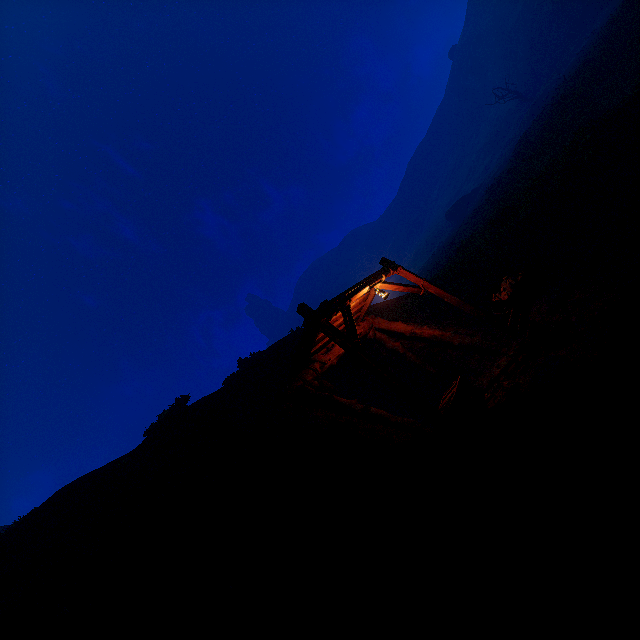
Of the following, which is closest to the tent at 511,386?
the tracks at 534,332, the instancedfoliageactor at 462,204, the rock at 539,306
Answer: the tracks at 534,332

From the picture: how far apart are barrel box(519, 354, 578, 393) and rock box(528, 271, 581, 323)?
3.15m

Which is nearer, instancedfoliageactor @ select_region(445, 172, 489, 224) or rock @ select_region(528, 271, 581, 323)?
rock @ select_region(528, 271, 581, 323)

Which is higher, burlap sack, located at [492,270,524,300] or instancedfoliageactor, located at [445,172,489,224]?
instancedfoliageactor, located at [445,172,489,224]

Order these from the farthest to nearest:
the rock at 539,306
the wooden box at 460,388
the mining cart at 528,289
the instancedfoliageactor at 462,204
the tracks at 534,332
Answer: the instancedfoliageactor at 462,204
the mining cart at 528,289
the rock at 539,306
the tracks at 534,332
the wooden box at 460,388

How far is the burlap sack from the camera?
9.18m

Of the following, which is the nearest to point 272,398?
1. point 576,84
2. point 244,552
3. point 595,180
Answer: point 244,552

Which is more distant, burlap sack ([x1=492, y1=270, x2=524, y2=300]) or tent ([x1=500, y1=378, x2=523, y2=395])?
burlap sack ([x1=492, y1=270, x2=524, y2=300])
